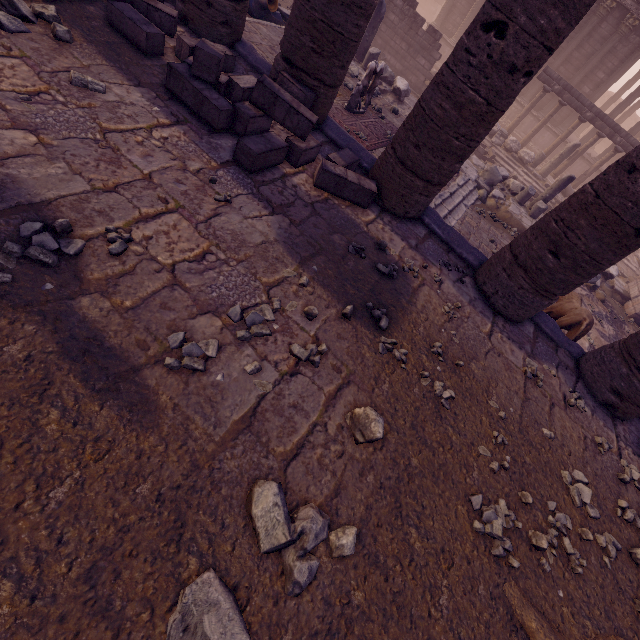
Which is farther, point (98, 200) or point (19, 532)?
point (98, 200)

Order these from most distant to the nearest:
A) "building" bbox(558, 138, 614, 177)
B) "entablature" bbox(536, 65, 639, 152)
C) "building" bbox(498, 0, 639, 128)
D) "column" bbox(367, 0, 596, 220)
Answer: "building" bbox(558, 138, 614, 177) → "building" bbox(498, 0, 639, 128) → "entablature" bbox(536, 65, 639, 152) → "column" bbox(367, 0, 596, 220)

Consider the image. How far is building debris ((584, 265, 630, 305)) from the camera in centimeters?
1015cm

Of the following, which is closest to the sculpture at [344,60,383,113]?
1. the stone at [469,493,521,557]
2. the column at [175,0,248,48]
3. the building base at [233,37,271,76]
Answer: the building base at [233,37,271,76]

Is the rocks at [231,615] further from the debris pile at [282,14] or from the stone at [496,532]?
the debris pile at [282,14]

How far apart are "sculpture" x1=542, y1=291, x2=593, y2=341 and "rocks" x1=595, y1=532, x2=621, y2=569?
3.09m

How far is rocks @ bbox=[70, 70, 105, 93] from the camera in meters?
3.4 m

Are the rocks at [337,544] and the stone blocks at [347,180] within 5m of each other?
yes
